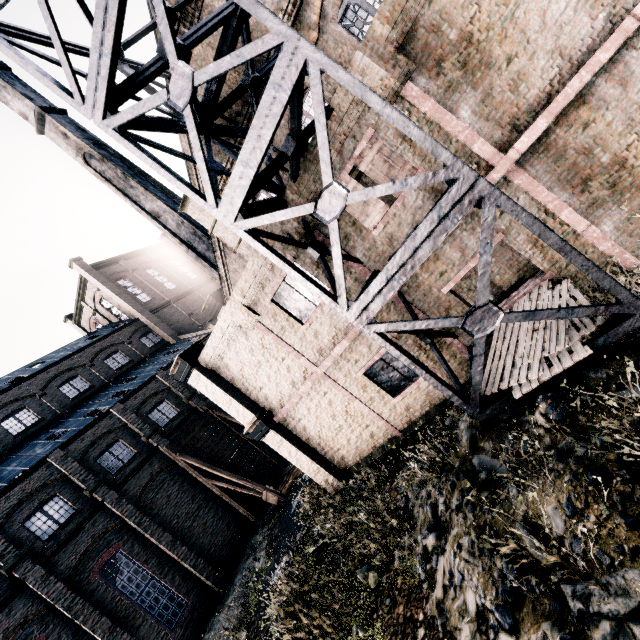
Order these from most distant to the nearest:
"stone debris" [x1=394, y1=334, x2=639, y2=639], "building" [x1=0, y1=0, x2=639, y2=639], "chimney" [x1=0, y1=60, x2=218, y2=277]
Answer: "chimney" [x1=0, y1=60, x2=218, y2=277] → "building" [x1=0, y1=0, x2=639, y2=639] → "stone debris" [x1=394, y1=334, x2=639, y2=639]

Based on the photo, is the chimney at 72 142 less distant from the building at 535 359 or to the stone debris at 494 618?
the building at 535 359

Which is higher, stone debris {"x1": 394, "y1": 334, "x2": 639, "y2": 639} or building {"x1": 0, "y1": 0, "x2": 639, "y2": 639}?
building {"x1": 0, "y1": 0, "x2": 639, "y2": 639}

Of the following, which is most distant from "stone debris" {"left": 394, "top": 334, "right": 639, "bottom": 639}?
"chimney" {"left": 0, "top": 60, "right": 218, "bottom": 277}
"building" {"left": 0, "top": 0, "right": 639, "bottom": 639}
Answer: "chimney" {"left": 0, "top": 60, "right": 218, "bottom": 277}

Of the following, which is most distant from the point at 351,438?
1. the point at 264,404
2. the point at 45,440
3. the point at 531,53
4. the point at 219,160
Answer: the point at 45,440

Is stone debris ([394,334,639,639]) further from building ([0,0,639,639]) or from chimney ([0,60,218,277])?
chimney ([0,60,218,277])

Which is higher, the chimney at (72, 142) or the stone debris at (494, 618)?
the chimney at (72, 142)
